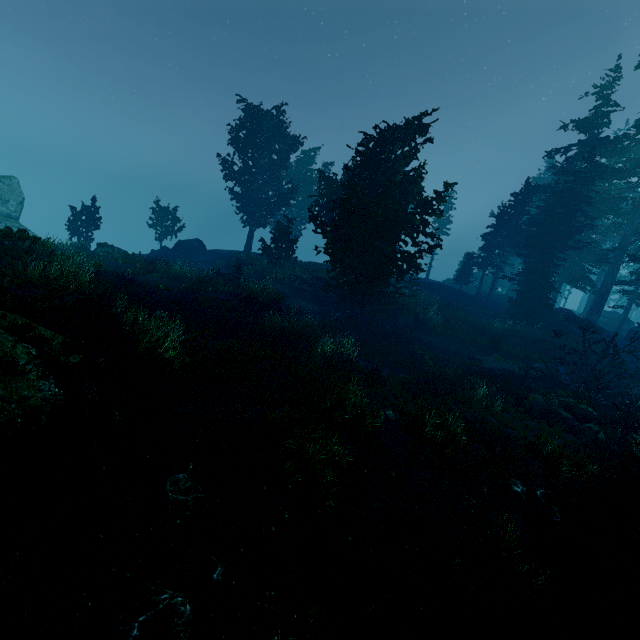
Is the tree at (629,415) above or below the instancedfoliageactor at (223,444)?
below

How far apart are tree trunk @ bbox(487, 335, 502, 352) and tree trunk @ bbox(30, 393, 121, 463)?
25.19m

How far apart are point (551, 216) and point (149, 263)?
32.3m

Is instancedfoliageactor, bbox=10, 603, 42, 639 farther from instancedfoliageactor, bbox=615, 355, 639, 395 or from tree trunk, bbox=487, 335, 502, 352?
tree trunk, bbox=487, 335, 502, 352

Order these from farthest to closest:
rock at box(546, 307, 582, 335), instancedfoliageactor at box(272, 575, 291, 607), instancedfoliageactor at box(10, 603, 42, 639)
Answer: rock at box(546, 307, 582, 335)
instancedfoliageactor at box(272, 575, 291, 607)
instancedfoliageactor at box(10, 603, 42, 639)

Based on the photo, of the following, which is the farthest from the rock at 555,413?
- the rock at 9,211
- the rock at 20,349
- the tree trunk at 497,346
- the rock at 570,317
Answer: the rock at 9,211

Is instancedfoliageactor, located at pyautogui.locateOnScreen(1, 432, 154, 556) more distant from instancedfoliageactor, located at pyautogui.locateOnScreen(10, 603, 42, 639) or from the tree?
instancedfoliageactor, located at pyautogui.locateOnScreen(10, 603, 42, 639)

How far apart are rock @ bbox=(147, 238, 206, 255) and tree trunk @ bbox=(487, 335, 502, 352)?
30.28m
